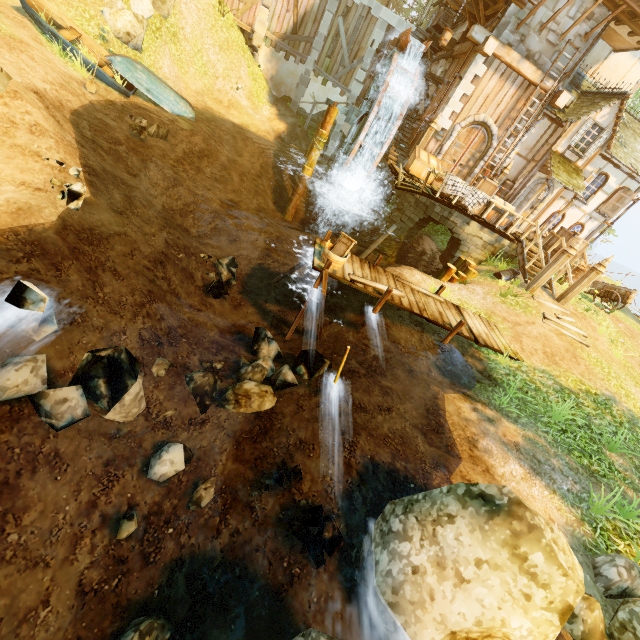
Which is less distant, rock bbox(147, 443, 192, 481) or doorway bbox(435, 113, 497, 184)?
rock bbox(147, 443, 192, 481)

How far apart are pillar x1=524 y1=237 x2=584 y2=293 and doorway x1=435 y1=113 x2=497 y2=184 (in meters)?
6.07

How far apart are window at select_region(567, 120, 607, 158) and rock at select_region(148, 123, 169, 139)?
17.54m

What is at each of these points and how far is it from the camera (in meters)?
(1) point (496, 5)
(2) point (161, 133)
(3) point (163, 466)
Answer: (1) wooden platform, 13.05
(2) rock, 12.70
(3) rock, 4.93

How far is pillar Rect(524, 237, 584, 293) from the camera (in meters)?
12.11

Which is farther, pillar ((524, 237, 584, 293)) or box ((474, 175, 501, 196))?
box ((474, 175, 501, 196))

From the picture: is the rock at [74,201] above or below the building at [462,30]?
below

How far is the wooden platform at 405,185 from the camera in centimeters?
1329cm
